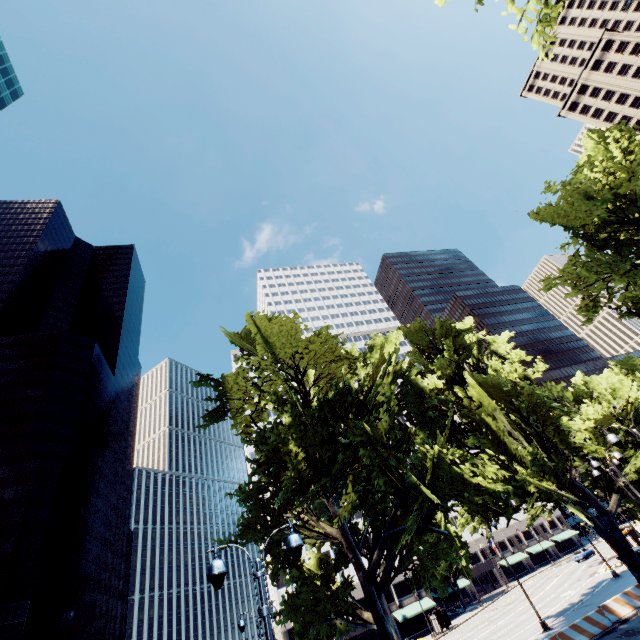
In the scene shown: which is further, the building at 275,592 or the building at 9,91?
the building at 9,91

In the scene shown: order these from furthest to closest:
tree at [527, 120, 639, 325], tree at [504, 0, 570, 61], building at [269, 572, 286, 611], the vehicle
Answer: the vehicle, building at [269, 572, 286, 611], tree at [527, 120, 639, 325], tree at [504, 0, 570, 61]

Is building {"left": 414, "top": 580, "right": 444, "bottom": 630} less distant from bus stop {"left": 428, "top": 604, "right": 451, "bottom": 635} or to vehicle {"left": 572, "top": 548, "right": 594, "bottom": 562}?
bus stop {"left": 428, "top": 604, "right": 451, "bottom": 635}

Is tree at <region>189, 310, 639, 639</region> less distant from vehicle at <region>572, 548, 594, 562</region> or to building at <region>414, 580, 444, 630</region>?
building at <region>414, 580, 444, 630</region>

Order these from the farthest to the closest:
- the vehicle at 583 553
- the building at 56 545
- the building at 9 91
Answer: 1. the vehicle at 583 553
2. the building at 9 91
3. the building at 56 545

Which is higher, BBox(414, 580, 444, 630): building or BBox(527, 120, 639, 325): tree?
BBox(527, 120, 639, 325): tree

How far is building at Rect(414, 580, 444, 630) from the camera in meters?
50.2

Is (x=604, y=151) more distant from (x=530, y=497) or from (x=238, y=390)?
(x=238, y=390)
